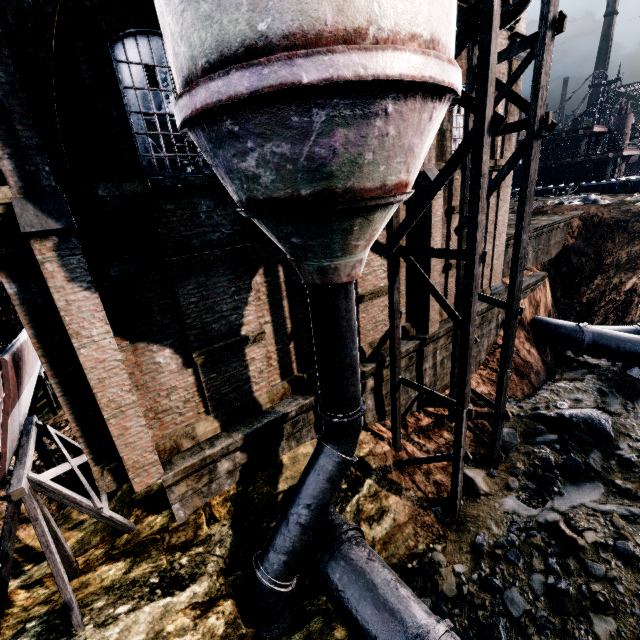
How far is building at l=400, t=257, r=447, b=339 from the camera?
13.66m

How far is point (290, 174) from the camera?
4.80m

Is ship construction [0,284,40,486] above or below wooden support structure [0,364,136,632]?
above

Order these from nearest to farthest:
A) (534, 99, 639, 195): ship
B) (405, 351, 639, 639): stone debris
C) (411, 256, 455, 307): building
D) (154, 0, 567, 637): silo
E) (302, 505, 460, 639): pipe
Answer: (154, 0, 567, 637): silo → (302, 505, 460, 639): pipe → (405, 351, 639, 639): stone debris → (411, 256, 455, 307): building → (534, 99, 639, 195): ship

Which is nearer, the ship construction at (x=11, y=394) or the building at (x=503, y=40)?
the ship construction at (x=11, y=394)

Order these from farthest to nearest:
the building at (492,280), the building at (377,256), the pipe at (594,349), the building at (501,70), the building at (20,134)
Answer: the pipe at (594,349) → the building at (492,280) → the building at (501,70) → the building at (377,256) → the building at (20,134)

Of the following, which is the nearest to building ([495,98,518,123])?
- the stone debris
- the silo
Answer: the silo

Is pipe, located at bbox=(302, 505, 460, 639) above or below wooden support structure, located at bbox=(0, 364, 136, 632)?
below
